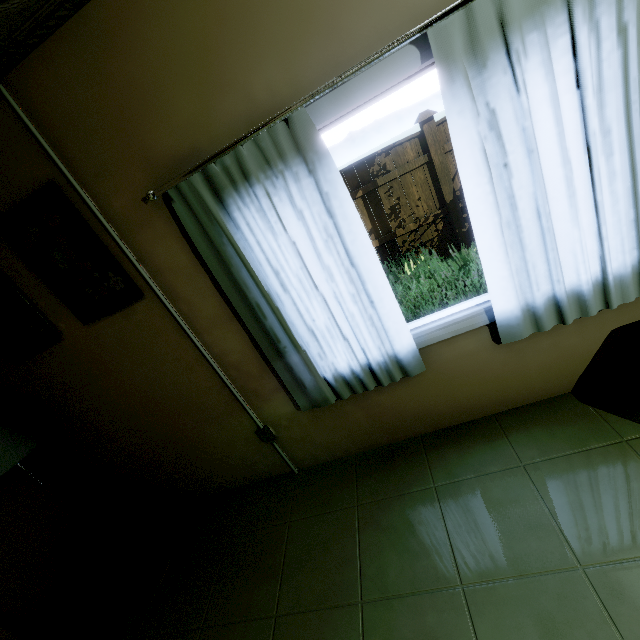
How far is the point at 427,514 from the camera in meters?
1.8 m

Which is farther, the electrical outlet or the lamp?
the lamp

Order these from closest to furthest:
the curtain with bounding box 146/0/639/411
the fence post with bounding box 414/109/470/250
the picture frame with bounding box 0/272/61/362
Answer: the curtain with bounding box 146/0/639/411 < the picture frame with bounding box 0/272/61/362 < the fence post with bounding box 414/109/470/250

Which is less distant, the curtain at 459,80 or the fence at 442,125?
the curtain at 459,80

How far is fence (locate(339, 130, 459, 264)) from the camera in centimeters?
572cm

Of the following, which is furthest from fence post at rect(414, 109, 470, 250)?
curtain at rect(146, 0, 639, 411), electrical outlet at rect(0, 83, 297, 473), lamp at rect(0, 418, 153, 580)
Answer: lamp at rect(0, 418, 153, 580)

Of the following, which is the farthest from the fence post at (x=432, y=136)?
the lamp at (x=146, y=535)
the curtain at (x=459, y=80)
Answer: the lamp at (x=146, y=535)

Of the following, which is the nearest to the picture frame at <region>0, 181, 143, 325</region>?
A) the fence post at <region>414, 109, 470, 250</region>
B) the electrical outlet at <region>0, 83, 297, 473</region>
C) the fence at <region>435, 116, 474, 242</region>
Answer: the electrical outlet at <region>0, 83, 297, 473</region>
